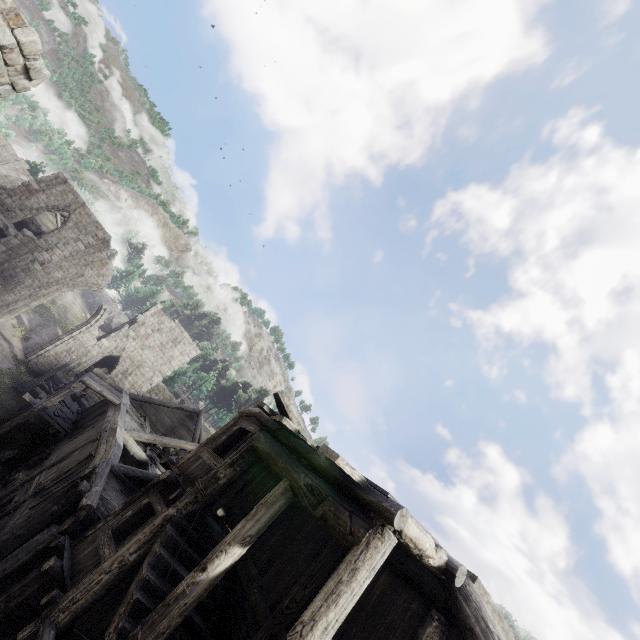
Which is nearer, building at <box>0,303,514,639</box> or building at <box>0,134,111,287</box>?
building at <box>0,303,514,639</box>

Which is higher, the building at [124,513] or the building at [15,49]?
the building at [15,49]

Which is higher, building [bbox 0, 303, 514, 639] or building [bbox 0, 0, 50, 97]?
building [bbox 0, 0, 50, 97]

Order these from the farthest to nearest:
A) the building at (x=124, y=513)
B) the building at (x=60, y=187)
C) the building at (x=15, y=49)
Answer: the building at (x=60, y=187), the building at (x=15, y=49), the building at (x=124, y=513)

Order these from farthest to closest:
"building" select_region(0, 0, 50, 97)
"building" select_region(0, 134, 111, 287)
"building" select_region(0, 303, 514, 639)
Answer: "building" select_region(0, 134, 111, 287), "building" select_region(0, 0, 50, 97), "building" select_region(0, 303, 514, 639)

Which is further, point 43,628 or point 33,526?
point 33,526
